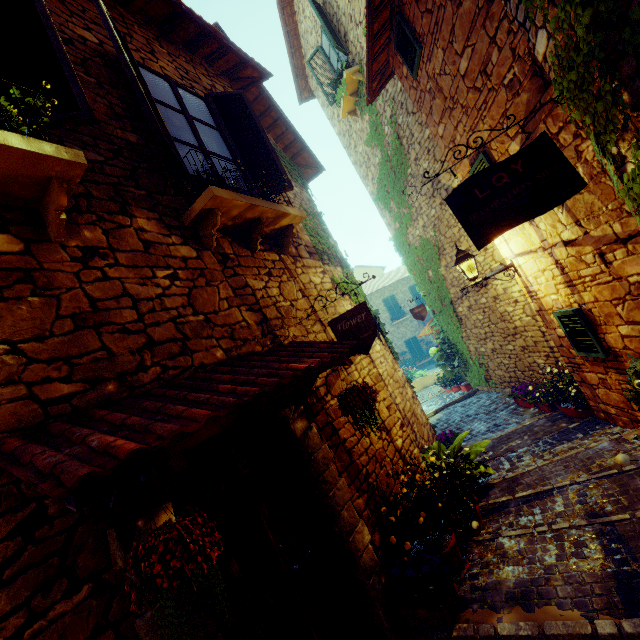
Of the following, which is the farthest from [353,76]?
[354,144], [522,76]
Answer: [522,76]

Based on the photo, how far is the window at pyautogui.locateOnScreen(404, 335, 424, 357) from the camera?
25.4m

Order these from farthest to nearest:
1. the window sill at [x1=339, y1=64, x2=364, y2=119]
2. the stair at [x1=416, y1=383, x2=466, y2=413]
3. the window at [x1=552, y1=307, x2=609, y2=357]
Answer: the stair at [x1=416, y1=383, x2=466, y2=413] < the window sill at [x1=339, y1=64, x2=364, y2=119] < the window at [x1=552, y1=307, x2=609, y2=357]

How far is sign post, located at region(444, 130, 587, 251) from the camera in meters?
2.6

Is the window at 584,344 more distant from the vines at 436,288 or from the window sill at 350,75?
the window sill at 350,75

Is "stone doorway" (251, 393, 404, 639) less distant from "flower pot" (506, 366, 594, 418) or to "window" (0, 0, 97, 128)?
"window" (0, 0, 97, 128)

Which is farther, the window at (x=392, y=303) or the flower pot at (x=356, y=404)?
the window at (x=392, y=303)

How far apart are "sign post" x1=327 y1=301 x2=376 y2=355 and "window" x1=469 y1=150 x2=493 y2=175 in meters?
2.7 m
